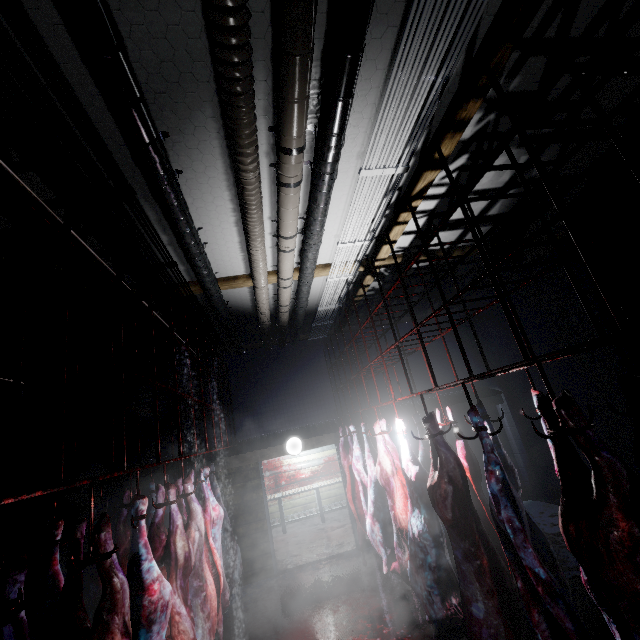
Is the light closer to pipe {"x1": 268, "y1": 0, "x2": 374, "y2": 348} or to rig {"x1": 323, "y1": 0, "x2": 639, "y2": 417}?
rig {"x1": 323, "y1": 0, "x2": 639, "y2": 417}

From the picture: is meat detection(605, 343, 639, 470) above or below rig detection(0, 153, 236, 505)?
below

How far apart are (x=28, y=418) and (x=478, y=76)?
8.4 meters

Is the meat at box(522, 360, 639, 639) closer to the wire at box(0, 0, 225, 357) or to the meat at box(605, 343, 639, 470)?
the meat at box(605, 343, 639, 470)

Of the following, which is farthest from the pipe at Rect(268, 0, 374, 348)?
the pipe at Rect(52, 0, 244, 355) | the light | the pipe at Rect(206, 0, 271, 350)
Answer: the light

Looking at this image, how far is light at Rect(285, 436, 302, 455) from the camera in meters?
6.0 m

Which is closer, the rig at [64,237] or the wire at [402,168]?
the rig at [64,237]

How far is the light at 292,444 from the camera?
6.0 meters
